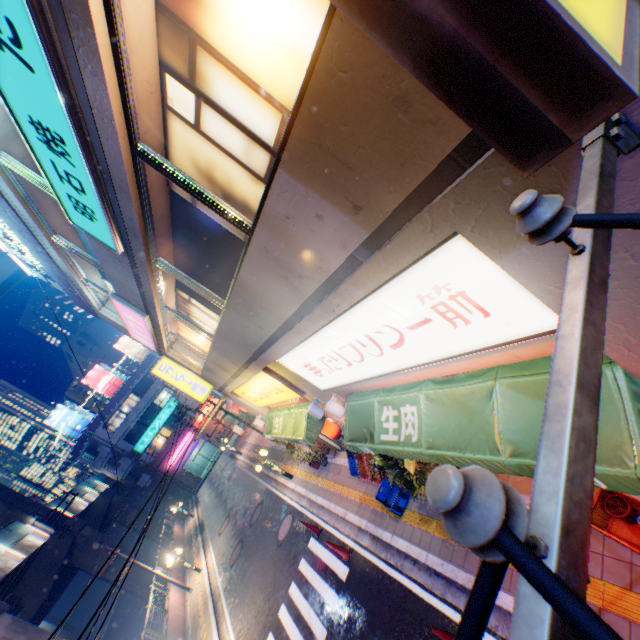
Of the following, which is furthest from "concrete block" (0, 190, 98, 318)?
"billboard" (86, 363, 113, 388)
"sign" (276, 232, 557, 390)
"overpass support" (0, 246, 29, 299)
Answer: "billboard" (86, 363, 113, 388)

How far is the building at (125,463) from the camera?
40.4 meters

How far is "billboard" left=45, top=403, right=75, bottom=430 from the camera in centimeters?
4034cm

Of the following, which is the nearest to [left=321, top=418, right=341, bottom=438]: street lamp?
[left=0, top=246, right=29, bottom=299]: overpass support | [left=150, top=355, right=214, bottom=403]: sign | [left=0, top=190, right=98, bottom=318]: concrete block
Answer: [left=150, top=355, right=214, bottom=403]: sign

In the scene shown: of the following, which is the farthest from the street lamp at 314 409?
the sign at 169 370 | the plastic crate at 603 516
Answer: the sign at 169 370

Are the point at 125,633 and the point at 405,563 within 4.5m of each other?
no

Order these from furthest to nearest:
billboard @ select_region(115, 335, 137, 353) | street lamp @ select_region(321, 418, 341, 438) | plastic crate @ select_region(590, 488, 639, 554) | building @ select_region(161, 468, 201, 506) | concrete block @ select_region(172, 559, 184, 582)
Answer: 1. billboard @ select_region(115, 335, 137, 353)
2. building @ select_region(161, 468, 201, 506)
3. concrete block @ select_region(172, 559, 184, 582)
4. street lamp @ select_region(321, 418, 341, 438)
5. plastic crate @ select_region(590, 488, 639, 554)

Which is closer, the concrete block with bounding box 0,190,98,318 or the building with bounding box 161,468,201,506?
the concrete block with bounding box 0,190,98,318
